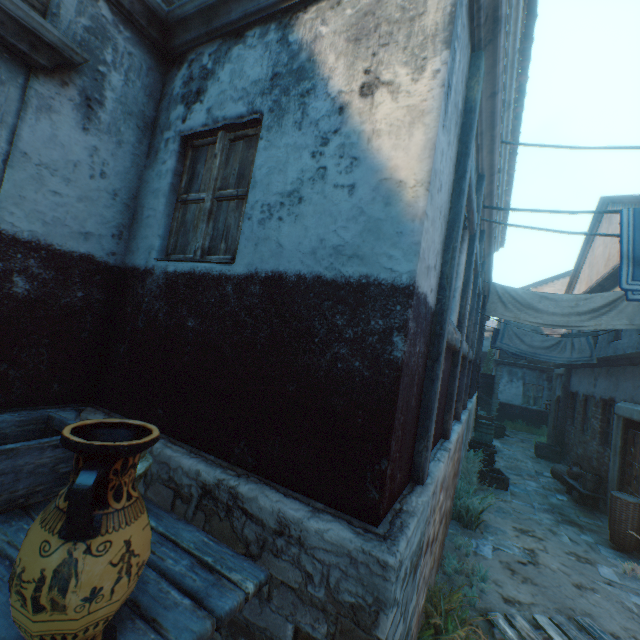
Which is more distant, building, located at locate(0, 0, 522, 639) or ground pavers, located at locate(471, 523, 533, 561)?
ground pavers, located at locate(471, 523, 533, 561)

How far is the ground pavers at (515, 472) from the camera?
6.9 meters

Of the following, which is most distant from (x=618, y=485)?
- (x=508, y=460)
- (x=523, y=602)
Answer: (x=523, y=602)

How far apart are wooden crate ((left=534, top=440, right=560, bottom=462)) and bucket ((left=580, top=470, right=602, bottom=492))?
4.5m

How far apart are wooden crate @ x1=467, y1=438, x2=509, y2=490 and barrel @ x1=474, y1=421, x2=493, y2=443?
3.9m

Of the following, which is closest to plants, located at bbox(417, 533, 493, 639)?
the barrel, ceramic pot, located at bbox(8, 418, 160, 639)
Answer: ceramic pot, located at bbox(8, 418, 160, 639)

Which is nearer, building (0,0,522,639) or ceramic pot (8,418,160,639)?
ceramic pot (8,418,160,639)

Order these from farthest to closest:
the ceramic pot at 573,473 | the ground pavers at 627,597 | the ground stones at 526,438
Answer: the ground stones at 526,438 → the ceramic pot at 573,473 → the ground pavers at 627,597
